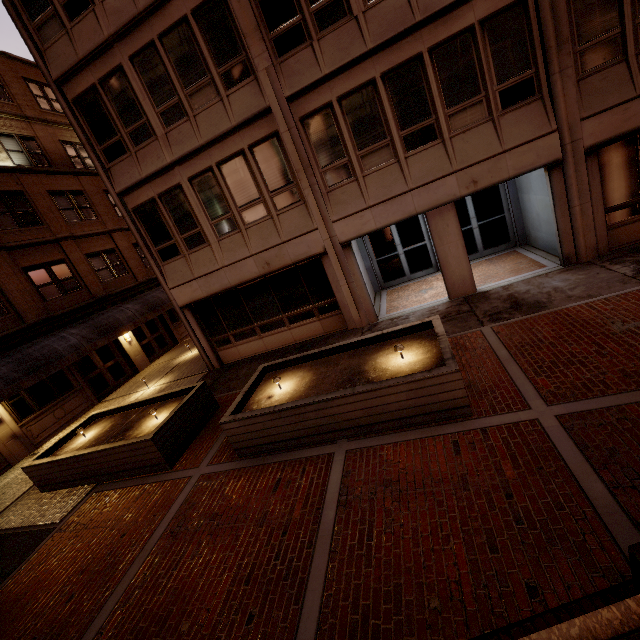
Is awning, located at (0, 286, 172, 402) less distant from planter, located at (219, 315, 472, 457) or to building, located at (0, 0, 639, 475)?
building, located at (0, 0, 639, 475)

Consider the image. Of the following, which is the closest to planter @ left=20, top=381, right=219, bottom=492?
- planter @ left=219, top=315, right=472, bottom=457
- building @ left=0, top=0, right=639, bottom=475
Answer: planter @ left=219, top=315, right=472, bottom=457

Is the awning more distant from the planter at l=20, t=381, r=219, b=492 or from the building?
the building

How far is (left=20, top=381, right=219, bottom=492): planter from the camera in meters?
7.9

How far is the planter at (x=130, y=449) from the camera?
7.9m

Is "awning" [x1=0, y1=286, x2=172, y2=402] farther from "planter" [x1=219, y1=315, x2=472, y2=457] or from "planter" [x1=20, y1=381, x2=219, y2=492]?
"planter" [x1=219, y1=315, x2=472, y2=457]

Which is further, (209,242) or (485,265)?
(485,265)

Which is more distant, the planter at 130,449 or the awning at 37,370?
the awning at 37,370
